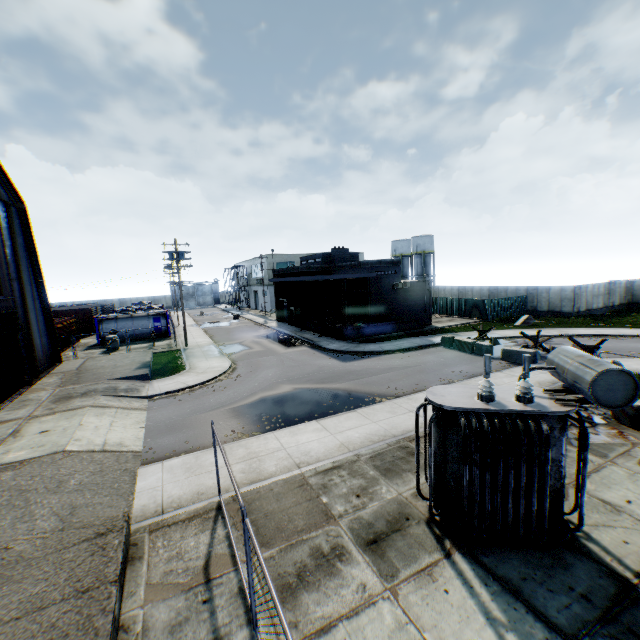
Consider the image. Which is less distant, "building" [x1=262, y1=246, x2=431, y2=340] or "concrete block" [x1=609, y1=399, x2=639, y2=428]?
"concrete block" [x1=609, y1=399, x2=639, y2=428]

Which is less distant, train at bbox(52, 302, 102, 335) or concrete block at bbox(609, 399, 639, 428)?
concrete block at bbox(609, 399, 639, 428)

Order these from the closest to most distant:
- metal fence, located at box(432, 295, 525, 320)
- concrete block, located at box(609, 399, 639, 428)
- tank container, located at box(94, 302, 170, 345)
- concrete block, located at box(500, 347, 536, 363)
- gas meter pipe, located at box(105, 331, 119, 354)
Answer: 1. concrete block, located at box(609, 399, 639, 428)
2. concrete block, located at box(500, 347, 536, 363)
3. gas meter pipe, located at box(105, 331, 119, 354)
4. tank container, located at box(94, 302, 170, 345)
5. metal fence, located at box(432, 295, 525, 320)

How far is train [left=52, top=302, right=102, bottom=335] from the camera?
39.7 meters

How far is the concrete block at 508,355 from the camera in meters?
19.2 m

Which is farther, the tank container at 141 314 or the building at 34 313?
the tank container at 141 314

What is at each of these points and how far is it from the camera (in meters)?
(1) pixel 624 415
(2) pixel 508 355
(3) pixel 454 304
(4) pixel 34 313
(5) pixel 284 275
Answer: (1) concrete block, 11.27
(2) concrete block, 20.20
(3) metal fence, 39.59
(4) building, 20.69
(5) building, 40.22

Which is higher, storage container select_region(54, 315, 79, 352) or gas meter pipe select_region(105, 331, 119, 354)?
storage container select_region(54, 315, 79, 352)
